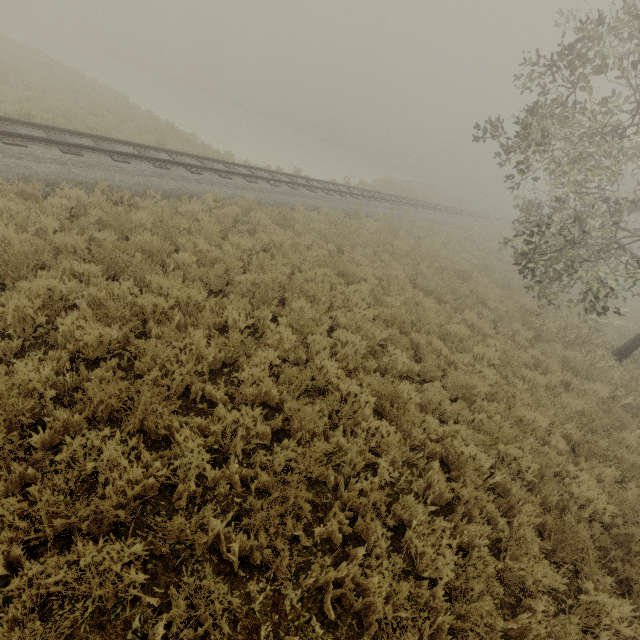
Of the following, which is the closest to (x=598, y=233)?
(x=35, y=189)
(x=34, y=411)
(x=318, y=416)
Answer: (x=318, y=416)
